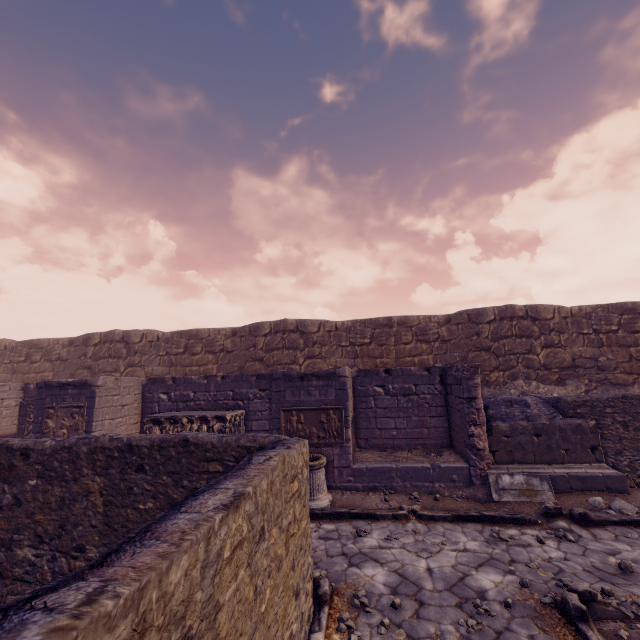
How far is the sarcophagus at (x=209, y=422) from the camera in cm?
845

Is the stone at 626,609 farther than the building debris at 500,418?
No

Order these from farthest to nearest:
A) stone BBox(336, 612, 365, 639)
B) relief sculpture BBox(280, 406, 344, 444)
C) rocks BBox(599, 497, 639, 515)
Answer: relief sculpture BBox(280, 406, 344, 444), rocks BBox(599, 497, 639, 515), stone BBox(336, 612, 365, 639)

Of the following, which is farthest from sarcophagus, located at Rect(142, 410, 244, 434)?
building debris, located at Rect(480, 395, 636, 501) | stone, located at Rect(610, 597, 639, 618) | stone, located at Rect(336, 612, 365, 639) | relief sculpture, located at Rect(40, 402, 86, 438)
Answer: stone, located at Rect(610, 597, 639, 618)

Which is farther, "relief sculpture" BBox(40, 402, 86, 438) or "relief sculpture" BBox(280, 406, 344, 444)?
"relief sculpture" BBox(40, 402, 86, 438)

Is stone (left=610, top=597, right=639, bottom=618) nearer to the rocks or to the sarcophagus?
the rocks

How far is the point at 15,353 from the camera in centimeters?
1513cm

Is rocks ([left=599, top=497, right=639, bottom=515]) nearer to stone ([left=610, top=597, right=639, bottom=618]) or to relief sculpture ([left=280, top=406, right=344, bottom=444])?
stone ([left=610, top=597, right=639, bottom=618])
